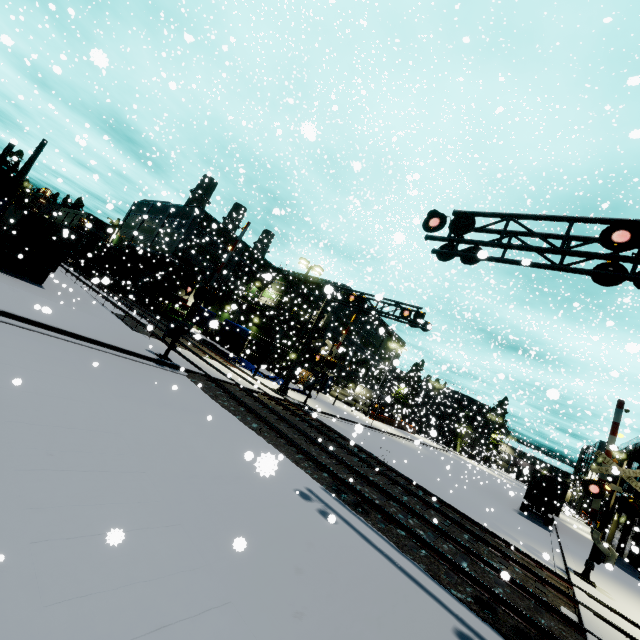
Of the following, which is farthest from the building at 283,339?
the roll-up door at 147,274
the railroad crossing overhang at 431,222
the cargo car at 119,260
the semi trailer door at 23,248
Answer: the railroad crossing overhang at 431,222

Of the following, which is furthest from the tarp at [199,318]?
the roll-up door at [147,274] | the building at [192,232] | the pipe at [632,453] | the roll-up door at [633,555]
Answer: the pipe at [632,453]

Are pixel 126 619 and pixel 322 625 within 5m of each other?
yes

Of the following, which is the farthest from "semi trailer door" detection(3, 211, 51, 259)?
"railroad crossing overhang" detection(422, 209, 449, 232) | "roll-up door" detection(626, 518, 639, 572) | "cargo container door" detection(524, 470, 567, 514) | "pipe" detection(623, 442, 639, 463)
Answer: "cargo container door" detection(524, 470, 567, 514)

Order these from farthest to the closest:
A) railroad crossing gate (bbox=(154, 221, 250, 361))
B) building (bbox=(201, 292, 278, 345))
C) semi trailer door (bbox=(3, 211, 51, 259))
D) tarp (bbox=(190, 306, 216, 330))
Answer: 1. building (bbox=(201, 292, 278, 345))
2. tarp (bbox=(190, 306, 216, 330))
3. semi trailer door (bbox=(3, 211, 51, 259))
4. railroad crossing gate (bbox=(154, 221, 250, 361))

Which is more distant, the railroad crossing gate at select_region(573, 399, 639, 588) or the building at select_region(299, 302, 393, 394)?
the building at select_region(299, 302, 393, 394)

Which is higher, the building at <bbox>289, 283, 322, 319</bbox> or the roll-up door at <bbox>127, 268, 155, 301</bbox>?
the building at <bbox>289, 283, 322, 319</bbox>

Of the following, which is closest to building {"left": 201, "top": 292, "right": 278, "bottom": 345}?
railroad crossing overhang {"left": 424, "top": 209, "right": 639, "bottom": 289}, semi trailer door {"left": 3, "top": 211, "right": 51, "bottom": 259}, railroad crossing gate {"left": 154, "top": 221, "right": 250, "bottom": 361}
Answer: railroad crossing overhang {"left": 424, "top": 209, "right": 639, "bottom": 289}
